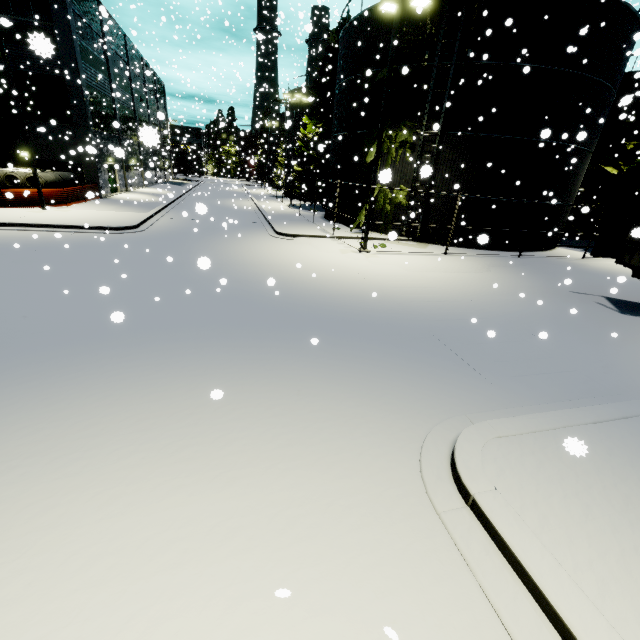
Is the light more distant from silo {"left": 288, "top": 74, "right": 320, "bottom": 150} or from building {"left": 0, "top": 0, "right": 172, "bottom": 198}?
building {"left": 0, "top": 0, "right": 172, "bottom": 198}

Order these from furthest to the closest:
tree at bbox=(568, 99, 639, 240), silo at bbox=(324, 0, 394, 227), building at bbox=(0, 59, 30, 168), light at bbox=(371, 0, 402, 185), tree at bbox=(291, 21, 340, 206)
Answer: tree at bbox=(291, 21, 340, 206), building at bbox=(0, 59, 30, 168), tree at bbox=(568, 99, 639, 240), silo at bbox=(324, 0, 394, 227), light at bbox=(371, 0, 402, 185)

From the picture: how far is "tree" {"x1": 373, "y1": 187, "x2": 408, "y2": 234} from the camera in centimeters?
1967cm

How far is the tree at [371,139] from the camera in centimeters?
1845cm

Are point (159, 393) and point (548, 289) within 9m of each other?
no

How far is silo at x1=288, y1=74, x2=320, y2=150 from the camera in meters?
35.6 m

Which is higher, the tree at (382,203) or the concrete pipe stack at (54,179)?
the tree at (382,203)

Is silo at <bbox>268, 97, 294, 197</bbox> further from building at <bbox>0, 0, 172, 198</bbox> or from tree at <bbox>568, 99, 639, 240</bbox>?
tree at <bbox>568, 99, 639, 240</bbox>
